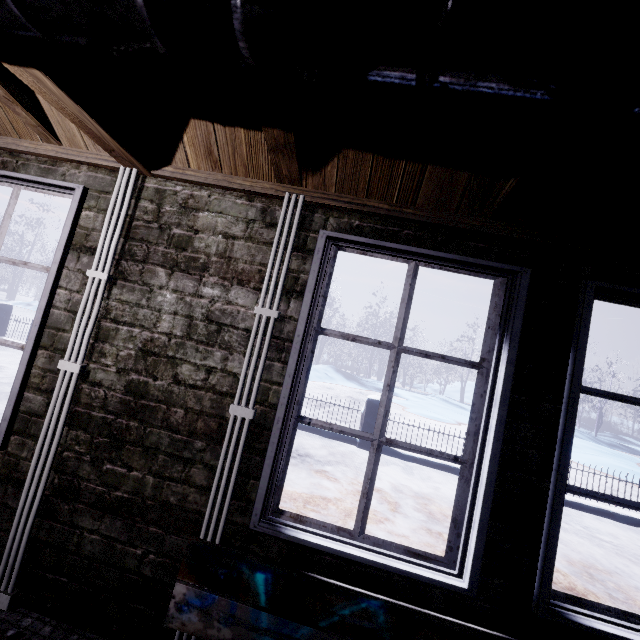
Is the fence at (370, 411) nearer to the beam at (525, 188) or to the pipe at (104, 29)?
the beam at (525, 188)

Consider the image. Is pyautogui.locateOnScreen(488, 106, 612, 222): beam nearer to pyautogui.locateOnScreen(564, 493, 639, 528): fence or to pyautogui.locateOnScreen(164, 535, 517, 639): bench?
pyautogui.locateOnScreen(164, 535, 517, 639): bench

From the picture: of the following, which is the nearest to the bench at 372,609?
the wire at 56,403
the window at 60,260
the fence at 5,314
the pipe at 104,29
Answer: the window at 60,260

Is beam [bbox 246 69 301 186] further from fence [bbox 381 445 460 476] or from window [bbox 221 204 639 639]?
fence [bbox 381 445 460 476]

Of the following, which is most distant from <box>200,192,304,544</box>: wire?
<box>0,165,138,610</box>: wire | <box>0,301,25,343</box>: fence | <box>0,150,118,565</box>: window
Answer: <box>0,301,25,343</box>: fence

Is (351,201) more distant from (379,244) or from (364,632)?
(364,632)

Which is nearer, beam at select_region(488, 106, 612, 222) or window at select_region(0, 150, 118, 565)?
beam at select_region(488, 106, 612, 222)

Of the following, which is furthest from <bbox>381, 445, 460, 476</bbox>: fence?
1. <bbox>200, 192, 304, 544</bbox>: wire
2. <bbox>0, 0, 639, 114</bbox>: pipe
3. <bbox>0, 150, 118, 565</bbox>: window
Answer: <bbox>0, 0, 639, 114</bbox>: pipe
